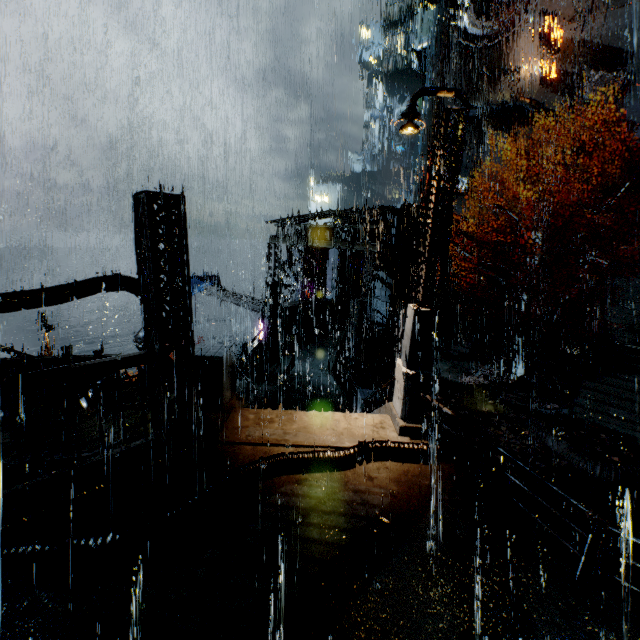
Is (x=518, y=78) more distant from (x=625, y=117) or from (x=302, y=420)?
(x=302, y=420)

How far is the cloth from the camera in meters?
29.4

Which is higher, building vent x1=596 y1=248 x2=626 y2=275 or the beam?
building vent x1=596 y1=248 x2=626 y2=275

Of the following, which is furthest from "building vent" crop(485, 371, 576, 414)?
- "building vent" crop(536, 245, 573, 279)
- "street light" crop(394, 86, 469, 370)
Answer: "street light" crop(394, 86, 469, 370)

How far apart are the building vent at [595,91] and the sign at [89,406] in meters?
43.7 m

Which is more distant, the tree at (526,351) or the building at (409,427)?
the tree at (526,351)

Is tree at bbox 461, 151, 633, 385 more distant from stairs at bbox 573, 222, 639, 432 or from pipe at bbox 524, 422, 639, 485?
pipe at bbox 524, 422, 639, 485

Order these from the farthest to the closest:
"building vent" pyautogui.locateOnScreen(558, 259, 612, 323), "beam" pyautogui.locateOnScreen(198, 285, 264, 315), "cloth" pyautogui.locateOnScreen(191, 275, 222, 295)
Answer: "cloth" pyautogui.locateOnScreen(191, 275, 222, 295) < "building vent" pyautogui.locateOnScreen(558, 259, 612, 323) < "beam" pyautogui.locateOnScreen(198, 285, 264, 315)
